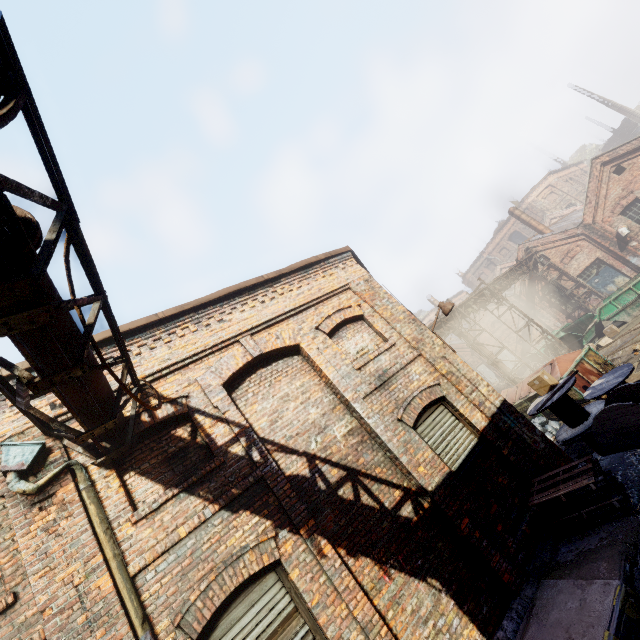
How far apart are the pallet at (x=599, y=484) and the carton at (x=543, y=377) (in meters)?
3.54

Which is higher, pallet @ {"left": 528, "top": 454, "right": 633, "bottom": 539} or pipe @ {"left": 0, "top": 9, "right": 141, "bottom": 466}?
pipe @ {"left": 0, "top": 9, "right": 141, "bottom": 466}

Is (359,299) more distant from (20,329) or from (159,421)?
(20,329)

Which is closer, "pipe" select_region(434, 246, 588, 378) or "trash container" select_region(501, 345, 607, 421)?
"trash container" select_region(501, 345, 607, 421)

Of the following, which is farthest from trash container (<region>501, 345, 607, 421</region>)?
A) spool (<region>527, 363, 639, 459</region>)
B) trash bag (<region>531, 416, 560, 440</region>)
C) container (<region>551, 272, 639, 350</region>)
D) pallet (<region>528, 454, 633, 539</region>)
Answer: pallet (<region>528, 454, 633, 539</region>)

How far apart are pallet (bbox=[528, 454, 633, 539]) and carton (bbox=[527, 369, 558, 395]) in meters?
3.5

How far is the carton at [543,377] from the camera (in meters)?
8.93

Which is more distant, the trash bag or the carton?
the trash bag
